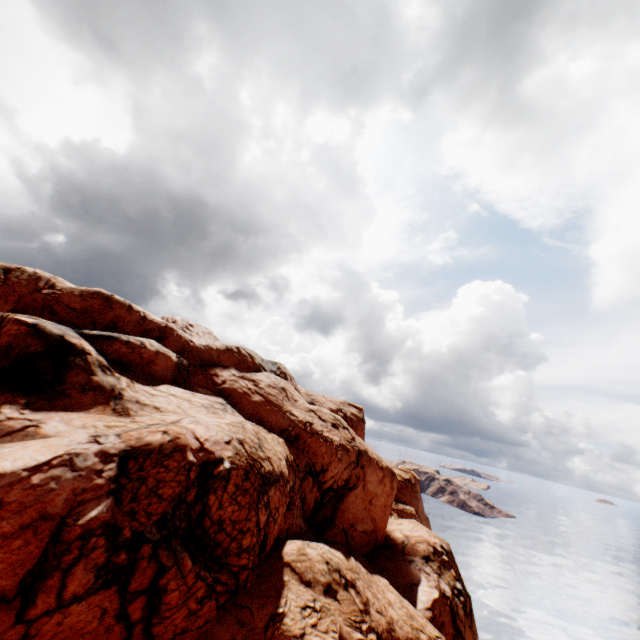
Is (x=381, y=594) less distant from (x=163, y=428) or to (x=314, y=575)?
(x=314, y=575)
